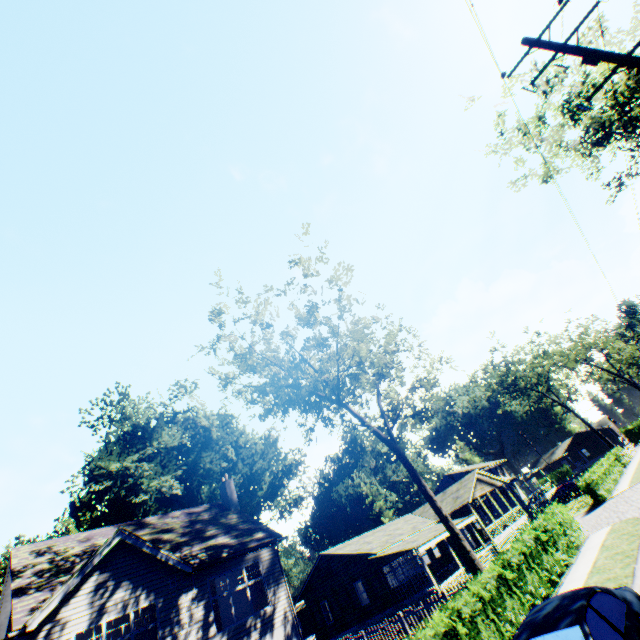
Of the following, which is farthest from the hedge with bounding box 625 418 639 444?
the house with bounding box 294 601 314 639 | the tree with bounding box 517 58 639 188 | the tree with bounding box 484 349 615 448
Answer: the tree with bounding box 517 58 639 188

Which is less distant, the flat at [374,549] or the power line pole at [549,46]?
the power line pole at [549,46]

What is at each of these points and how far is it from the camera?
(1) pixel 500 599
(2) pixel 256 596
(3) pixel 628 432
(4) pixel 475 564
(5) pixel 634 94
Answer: (1) hedge, 10.2 meters
(2) curtain, 15.8 meters
(3) hedge, 59.9 meters
(4) tree, 16.5 meters
(5) tree, 16.2 meters

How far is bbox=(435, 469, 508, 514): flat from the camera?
31.7 meters

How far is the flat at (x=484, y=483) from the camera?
31.7 meters

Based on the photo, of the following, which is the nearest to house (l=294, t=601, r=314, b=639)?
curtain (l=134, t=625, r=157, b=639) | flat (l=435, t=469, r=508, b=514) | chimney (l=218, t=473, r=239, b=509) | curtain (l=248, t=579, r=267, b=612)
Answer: flat (l=435, t=469, r=508, b=514)

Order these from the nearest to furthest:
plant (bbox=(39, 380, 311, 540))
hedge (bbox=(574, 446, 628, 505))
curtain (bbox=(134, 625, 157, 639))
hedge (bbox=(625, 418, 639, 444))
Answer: curtain (bbox=(134, 625, 157, 639)) < hedge (bbox=(574, 446, 628, 505)) < plant (bbox=(39, 380, 311, 540)) < hedge (bbox=(625, 418, 639, 444))

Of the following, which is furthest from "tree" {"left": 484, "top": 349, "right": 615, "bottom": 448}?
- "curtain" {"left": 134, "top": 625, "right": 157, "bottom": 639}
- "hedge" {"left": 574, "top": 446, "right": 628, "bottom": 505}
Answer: "curtain" {"left": 134, "top": 625, "right": 157, "bottom": 639}
